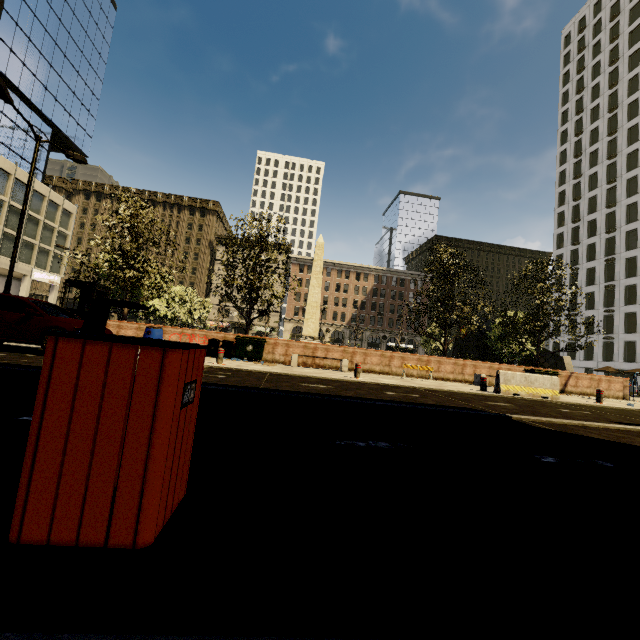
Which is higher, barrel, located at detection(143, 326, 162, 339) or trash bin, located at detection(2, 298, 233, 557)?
barrel, located at detection(143, 326, 162, 339)

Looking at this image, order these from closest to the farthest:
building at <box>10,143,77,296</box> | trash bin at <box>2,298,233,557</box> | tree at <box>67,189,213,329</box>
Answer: trash bin at <box>2,298,233,557</box> → tree at <box>67,189,213,329</box> → building at <box>10,143,77,296</box>

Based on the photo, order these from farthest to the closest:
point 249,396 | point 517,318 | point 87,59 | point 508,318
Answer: point 87,59, point 508,318, point 517,318, point 249,396

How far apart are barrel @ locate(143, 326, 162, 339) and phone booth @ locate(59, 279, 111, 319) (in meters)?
4.46

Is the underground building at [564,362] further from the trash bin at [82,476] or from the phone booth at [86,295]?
the trash bin at [82,476]

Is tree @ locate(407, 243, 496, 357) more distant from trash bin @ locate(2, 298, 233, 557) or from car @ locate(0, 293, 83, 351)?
car @ locate(0, 293, 83, 351)

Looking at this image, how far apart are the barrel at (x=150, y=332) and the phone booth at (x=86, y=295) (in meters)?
4.46

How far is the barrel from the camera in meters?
11.0
